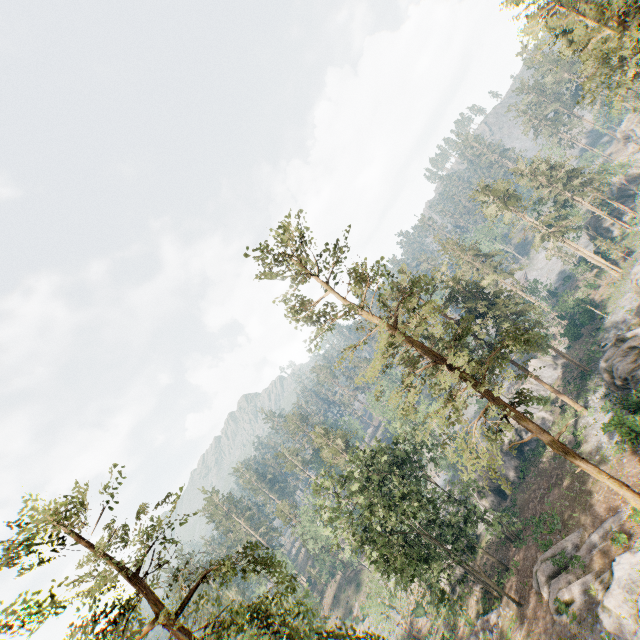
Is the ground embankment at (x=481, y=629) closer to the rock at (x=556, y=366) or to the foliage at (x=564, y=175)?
the foliage at (x=564, y=175)

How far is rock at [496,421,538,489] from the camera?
40.7m

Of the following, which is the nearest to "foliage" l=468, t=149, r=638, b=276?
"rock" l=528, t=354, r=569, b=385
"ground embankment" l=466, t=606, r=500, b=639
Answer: "ground embankment" l=466, t=606, r=500, b=639

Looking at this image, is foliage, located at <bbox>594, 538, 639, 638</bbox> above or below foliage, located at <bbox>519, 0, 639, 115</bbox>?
below

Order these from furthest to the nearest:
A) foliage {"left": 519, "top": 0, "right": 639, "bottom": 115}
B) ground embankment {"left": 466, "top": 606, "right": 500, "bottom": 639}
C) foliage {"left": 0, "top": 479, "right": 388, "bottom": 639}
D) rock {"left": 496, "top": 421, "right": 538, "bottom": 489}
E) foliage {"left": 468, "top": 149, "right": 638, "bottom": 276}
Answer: foliage {"left": 468, "top": 149, "right": 638, "bottom": 276} < rock {"left": 496, "top": 421, "right": 538, "bottom": 489} < ground embankment {"left": 466, "top": 606, "right": 500, "bottom": 639} < foliage {"left": 519, "top": 0, "right": 639, "bottom": 115} < foliage {"left": 0, "top": 479, "right": 388, "bottom": 639}

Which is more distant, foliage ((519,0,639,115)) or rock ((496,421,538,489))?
rock ((496,421,538,489))

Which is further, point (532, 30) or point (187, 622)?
point (532, 30)

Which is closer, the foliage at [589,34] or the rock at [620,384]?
the foliage at [589,34]
